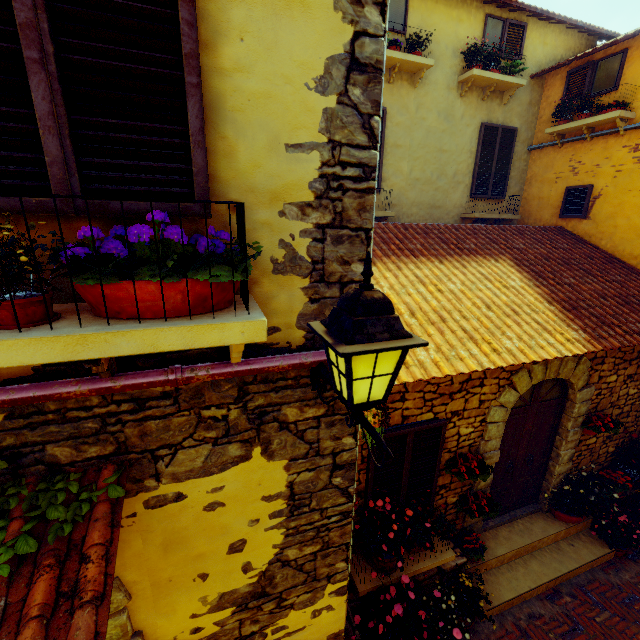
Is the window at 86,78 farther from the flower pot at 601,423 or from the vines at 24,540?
the flower pot at 601,423

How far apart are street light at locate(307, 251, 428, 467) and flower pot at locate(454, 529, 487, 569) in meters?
4.8

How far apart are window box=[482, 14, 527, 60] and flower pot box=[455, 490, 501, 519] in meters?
9.1 m

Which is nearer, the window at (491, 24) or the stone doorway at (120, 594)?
the stone doorway at (120, 594)

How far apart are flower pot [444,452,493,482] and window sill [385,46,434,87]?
7.2m

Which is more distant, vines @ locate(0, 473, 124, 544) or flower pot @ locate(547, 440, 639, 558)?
flower pot @ locate(547, 440, 639, 558)

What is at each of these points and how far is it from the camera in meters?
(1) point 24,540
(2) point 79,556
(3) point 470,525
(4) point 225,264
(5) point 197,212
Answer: (1) vines, 1.5 m
(2) door eaves, 1.5 m
(3) stone doorway, 5.2 m
(4) flower pot, 1.5 m
(5) window, 1.5 m

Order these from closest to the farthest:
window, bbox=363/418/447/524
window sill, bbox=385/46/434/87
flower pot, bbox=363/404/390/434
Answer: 1. flower pot, bbox=363/404/390/434
2. window, bbox=363/418/447/524
3. window sill, bbox=385/46/434/87
